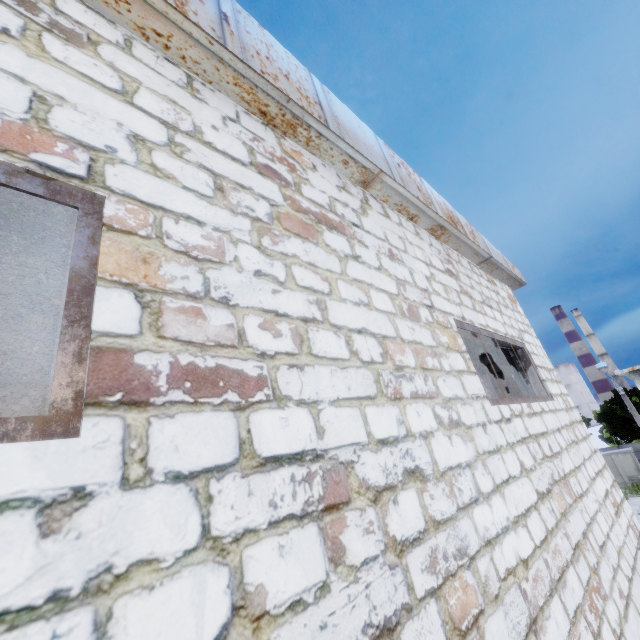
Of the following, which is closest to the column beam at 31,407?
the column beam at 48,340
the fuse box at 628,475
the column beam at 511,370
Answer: the column beam at 48,340

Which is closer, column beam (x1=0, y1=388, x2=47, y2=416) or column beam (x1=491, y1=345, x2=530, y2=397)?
column beam (x1=491, y1=345, x2=530, y2=397)

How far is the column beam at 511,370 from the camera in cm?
618

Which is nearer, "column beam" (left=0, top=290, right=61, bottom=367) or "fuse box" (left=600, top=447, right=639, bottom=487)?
"column beam" (left=0, top=290, right=61, bottom=367)

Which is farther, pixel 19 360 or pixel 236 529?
pixel 19 360

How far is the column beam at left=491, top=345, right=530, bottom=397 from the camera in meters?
6.2 m

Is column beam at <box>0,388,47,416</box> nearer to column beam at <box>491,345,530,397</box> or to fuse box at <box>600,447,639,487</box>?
column beam at <box>491,345,530,397</box>

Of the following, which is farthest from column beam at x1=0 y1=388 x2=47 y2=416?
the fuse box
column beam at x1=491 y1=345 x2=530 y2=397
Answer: Answer: the fuse box
